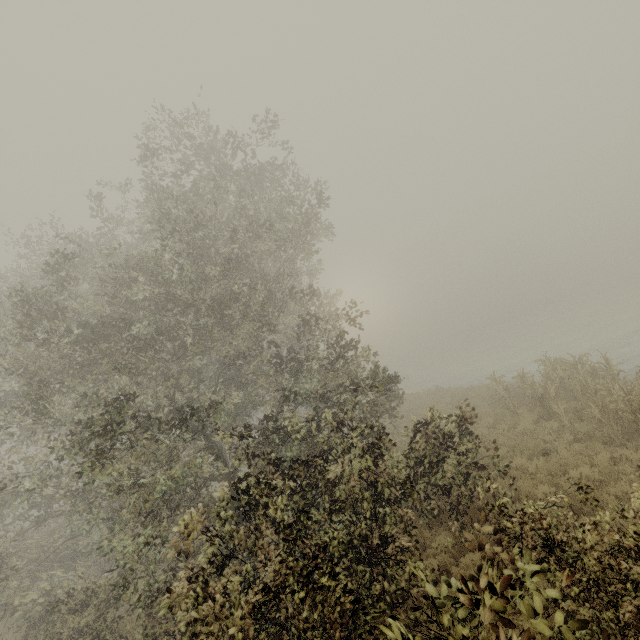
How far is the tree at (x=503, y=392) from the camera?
16.0 meters

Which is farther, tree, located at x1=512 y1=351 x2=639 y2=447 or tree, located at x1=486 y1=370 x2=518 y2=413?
tree, located at x1=486 y1=370 x2=518 y2=413

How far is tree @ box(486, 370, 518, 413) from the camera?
16.0 meters

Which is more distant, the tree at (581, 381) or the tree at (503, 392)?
the tree at (503, 392)

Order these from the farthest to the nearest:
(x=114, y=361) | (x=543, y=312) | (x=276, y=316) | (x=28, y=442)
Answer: (x=543, y=312), (x=28, y=442), (x=276, y=316), (x=114, y=361)
